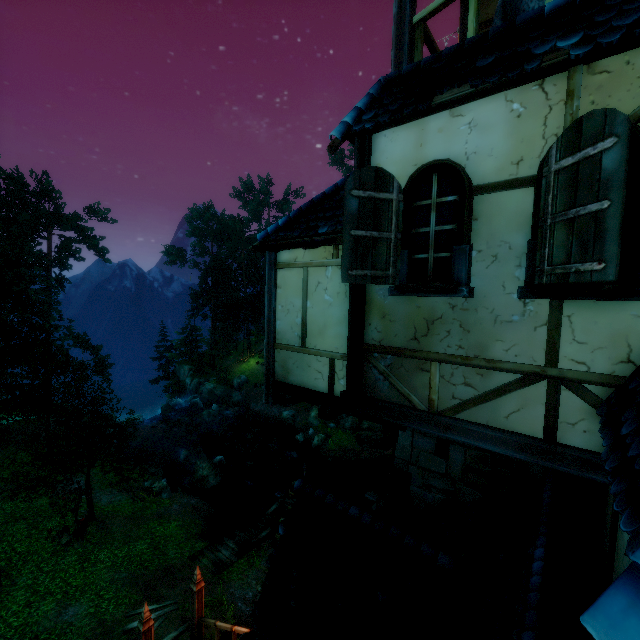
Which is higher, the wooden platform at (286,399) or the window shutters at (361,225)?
the window shutters at (361,225)

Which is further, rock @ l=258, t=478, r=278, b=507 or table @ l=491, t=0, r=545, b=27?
rock @ l=258, t=478, r=278, b=507

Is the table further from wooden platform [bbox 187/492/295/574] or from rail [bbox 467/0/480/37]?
wooden platform [bbox 187/492/295/574]

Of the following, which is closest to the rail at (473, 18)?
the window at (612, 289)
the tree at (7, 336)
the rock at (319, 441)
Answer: the window at (612, 289)

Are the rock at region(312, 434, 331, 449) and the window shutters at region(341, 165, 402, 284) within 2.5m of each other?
no

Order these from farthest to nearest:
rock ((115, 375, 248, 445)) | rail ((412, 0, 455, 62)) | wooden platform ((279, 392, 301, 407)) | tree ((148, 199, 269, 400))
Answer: tree ((148, 199, 269, 400)), rock ((115, 375, 248, 445)), wooden platform ((279, 392, 301, 407)), rail ((412, 0, 455, 62))

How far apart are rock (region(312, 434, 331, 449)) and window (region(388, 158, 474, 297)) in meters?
25.1

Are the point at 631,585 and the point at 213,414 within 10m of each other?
no
